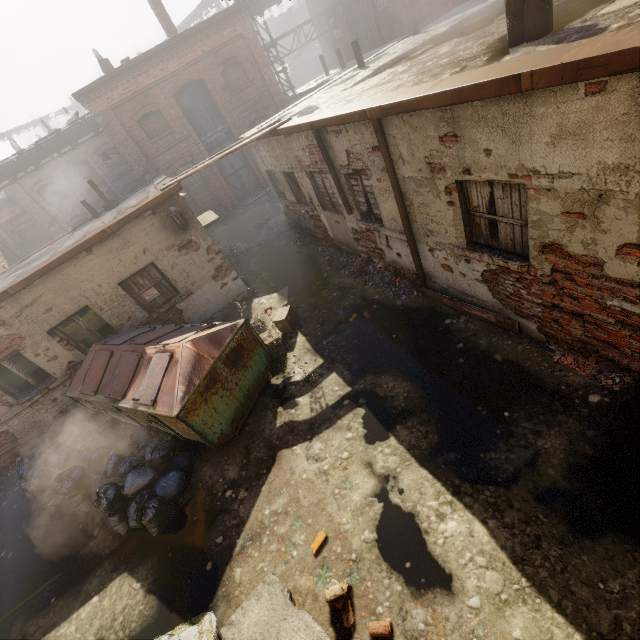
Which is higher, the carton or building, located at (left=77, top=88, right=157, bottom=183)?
building, located at (left=77, top=88, right=157, bottom=183)

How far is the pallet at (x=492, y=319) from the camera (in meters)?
5.22

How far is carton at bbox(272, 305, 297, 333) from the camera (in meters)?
7.84

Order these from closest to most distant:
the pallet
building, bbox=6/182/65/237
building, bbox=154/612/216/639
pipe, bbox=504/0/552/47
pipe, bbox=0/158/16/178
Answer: pipe, bbox=504/0/552/47 < building, bbox=154/612/216/639 < the pallet < pipe, bbox=0/158/16/178 < building, bbox=6/182/65/237

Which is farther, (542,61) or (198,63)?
(198,63)

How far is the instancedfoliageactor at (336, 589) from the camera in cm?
349

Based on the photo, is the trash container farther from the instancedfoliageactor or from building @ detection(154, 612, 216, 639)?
the instancedfoliageactor

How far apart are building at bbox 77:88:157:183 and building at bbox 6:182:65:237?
9.7m
